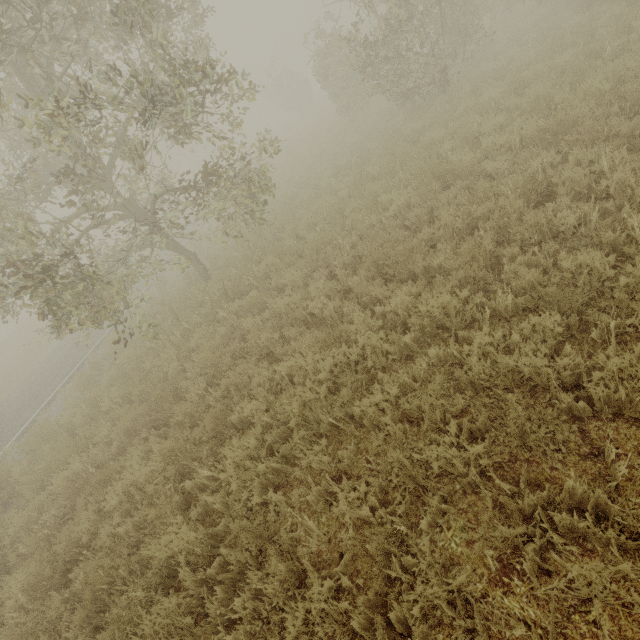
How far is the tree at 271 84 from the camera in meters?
33.7 m

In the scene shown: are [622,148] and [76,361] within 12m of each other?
no

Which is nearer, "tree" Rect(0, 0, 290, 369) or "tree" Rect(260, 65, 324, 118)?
"tree" Rect(0, 0, 290, 369)

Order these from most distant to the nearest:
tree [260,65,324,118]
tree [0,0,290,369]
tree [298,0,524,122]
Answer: tree [260,65,324,118] → tree [298,0,524,122] → tree [0,0,290,369]

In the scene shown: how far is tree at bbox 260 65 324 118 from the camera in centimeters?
3369cm

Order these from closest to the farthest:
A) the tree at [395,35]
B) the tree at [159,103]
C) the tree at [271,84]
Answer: the tree at [159,103], the tree at [395,35], the tree at [271,84]
